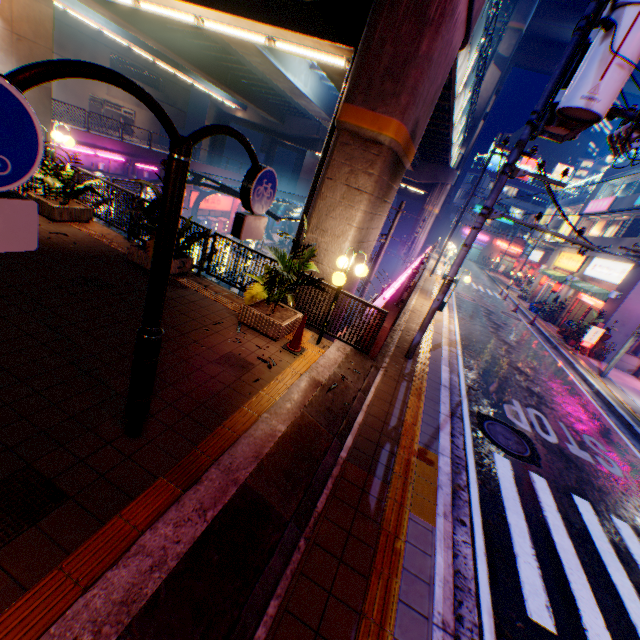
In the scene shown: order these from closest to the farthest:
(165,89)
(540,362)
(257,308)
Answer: (257,308) → (540,362) → (165,89)

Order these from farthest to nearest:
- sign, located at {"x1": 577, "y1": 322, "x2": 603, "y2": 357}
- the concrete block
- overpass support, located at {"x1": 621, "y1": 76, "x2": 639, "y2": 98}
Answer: overpass support, located at {"x1": 621, "y1": 76, "x2": 639, "y2": 98} < the concrete block < sign, located at {"x1": 577, "y1": 322, "x2": 603, "y2": 357}

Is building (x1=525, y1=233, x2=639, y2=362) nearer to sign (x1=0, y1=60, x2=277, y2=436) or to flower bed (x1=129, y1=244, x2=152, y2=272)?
sign (x1=0, y1=60, x2=277, y2=436)

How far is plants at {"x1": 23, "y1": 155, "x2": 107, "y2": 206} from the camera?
8.02m

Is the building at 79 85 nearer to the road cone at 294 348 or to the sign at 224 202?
the sign at 224 202

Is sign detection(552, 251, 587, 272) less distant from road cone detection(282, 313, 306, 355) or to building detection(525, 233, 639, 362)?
building detection(525, 233, 639, 362)

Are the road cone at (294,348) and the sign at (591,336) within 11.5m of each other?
no

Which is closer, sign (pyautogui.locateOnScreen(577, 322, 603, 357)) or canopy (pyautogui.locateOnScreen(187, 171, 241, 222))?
sign (pyautogui.locateOnScreen(577, 322, 603, 357))
